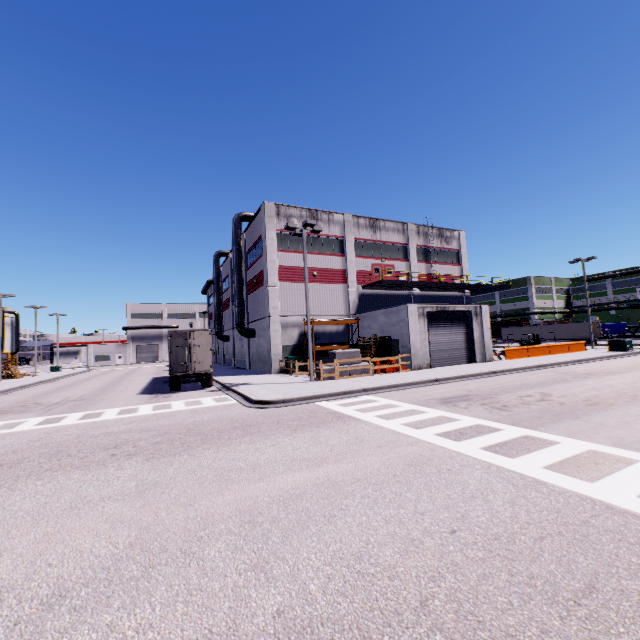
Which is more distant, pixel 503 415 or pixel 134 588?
pixel 503 415

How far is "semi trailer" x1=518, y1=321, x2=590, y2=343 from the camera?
50.4 meters

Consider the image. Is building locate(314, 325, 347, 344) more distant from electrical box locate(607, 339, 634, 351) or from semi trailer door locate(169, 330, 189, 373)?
electrical box locate(607, 339, 634, 351)

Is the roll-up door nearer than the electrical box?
Yes

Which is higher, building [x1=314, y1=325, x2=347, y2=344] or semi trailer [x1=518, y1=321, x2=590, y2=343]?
building [x1=314, y1=325, x2=347, y2=344]

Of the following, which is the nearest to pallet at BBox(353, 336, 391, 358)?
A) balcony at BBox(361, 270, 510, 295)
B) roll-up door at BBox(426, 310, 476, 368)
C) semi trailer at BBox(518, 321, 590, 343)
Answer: roll-up door at BBox(426, 310, 476, 368)

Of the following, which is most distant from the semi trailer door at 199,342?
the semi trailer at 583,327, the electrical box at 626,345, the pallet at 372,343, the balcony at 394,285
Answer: the electrical box at 626,345

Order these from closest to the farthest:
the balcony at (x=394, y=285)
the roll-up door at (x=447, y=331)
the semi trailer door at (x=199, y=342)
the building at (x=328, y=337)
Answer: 1. the semi trailer door at (x=199, y=342)
2. the roll-up door at (x=447, y=331)
3. the building at (x=328, y=337)
4. the balcony at (x=394, y=285)
